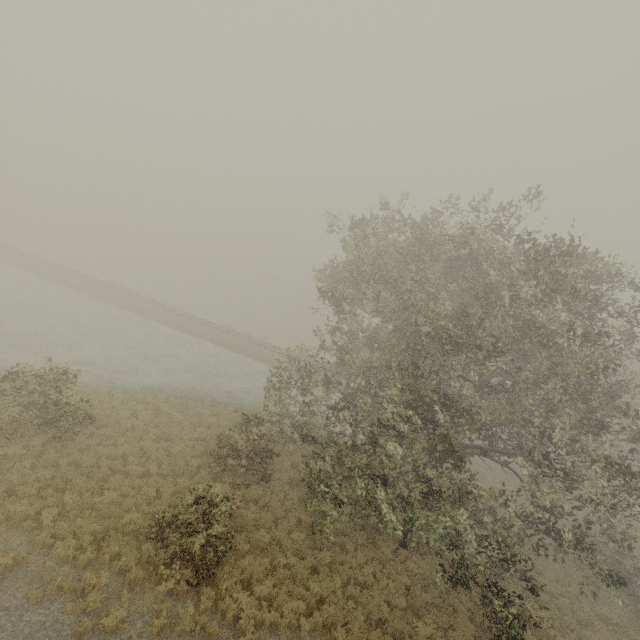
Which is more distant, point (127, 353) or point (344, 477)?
point (127, 353)
